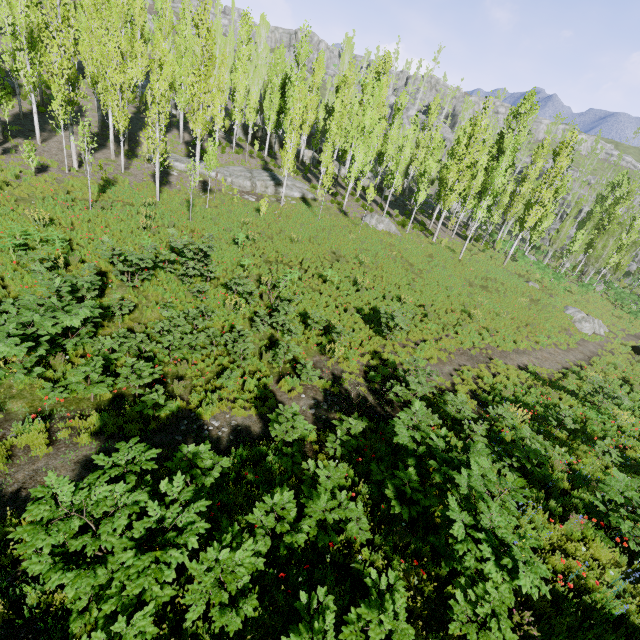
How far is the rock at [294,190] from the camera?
29.04m

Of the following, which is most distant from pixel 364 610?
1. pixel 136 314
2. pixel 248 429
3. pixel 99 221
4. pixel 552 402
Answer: pixel 99 221

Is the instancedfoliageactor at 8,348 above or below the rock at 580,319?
above

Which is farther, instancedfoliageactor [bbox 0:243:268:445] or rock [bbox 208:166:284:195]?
rock [bbox 208:166:284:195]

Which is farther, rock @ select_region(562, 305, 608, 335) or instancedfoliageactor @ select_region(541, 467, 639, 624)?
rock @ select_region(562, 305, 608, 335)

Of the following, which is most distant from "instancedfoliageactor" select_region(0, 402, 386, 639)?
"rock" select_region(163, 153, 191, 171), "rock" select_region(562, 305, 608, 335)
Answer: "rock" select_region(562, 305, 608, 335)
